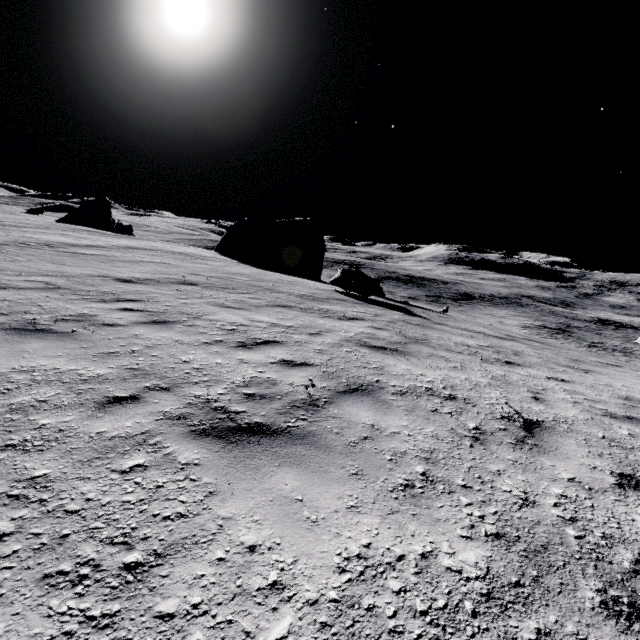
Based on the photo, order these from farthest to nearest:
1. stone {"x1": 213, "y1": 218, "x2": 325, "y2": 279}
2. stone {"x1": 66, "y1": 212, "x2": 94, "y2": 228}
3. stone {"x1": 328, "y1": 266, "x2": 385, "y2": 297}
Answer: stone {"x1": 66, "y1": 212, "x2": 94, "y2": 228}
stone {"x1": 213, "y1": 218, "x2": 325, "y2": 279}
stone {"x1": 328, "y1": 266, "x2": 385, "y2": 297}

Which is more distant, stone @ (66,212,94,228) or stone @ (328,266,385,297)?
stone @ (66,212,94,228)

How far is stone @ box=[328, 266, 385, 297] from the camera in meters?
15.6

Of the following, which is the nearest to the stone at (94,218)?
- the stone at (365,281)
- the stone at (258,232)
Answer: the stone at (258,232)

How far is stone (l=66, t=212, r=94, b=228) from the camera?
58.0 meters

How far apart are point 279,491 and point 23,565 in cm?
143

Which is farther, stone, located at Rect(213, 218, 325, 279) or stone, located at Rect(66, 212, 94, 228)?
stone, located at Rect(66, 212, 94, 228)
